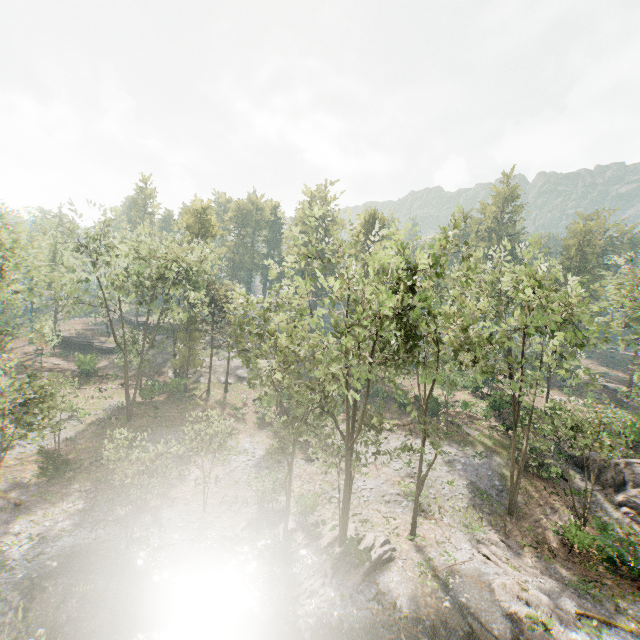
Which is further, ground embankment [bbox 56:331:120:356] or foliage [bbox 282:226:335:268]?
ground embankment [bbox 56:331:120:356]

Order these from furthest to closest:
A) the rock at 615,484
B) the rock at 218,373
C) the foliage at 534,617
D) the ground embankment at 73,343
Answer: the ground embankment at 73,343 → the rock at 218,373 → the rock at 615,484 → the foliage at 534,617

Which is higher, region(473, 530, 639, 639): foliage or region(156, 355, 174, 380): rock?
region(156, 355, 174, 380): rock

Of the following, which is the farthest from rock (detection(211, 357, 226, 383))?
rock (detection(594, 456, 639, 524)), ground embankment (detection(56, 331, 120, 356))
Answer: rock (detection(594, 456, 639, 524))

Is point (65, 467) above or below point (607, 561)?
below

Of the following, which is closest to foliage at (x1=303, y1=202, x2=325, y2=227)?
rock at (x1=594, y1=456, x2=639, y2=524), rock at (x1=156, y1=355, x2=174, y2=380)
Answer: rock at (x1=156, y1=355, x2=174, y2=380)

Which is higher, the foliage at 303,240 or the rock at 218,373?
the foliage at 303,240
